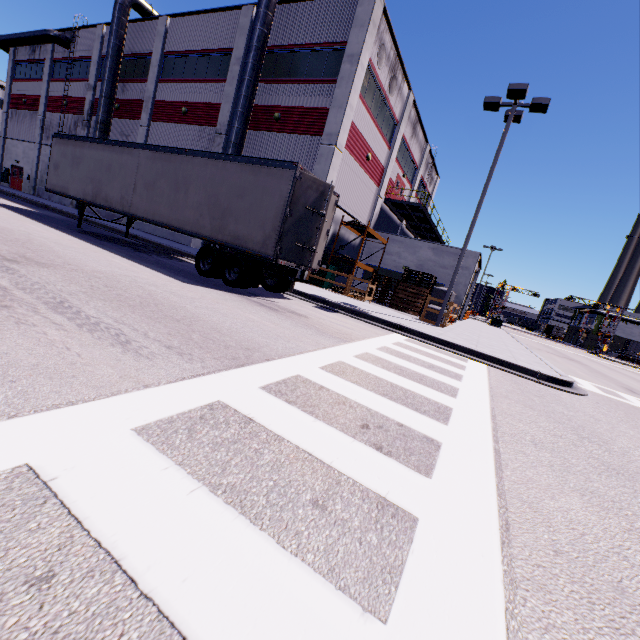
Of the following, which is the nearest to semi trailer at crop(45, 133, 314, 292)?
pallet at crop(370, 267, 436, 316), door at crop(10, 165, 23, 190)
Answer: pallet at crop(370, 267, 436, 316)

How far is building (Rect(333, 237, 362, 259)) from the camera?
22.10m

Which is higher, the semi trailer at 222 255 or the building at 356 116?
the building at 356 116

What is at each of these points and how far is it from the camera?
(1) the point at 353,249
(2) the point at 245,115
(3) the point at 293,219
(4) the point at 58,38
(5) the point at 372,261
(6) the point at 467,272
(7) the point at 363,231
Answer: (1) building, 23.7 meters
(2) vent duct, 17.8 meters
(3) semi trailer door, 9.4 meters
(4) vent duct, 27.8 meters
(5) building, 24.6 meters
(6) building, 21.4 meters
(7) shelf, 21.7 meters

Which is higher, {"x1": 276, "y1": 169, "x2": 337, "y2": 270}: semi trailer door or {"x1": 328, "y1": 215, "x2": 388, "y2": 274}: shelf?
{"x1": 328, "y1": 215, "x2": 388, "y2": 274}: shelf

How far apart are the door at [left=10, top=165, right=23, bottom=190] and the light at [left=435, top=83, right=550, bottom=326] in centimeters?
4214cm

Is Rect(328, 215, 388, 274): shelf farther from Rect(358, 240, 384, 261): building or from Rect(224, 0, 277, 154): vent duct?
Rect(224, 0, 277, 154): vent duct

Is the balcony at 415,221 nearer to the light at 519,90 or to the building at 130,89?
the building at 130,89
